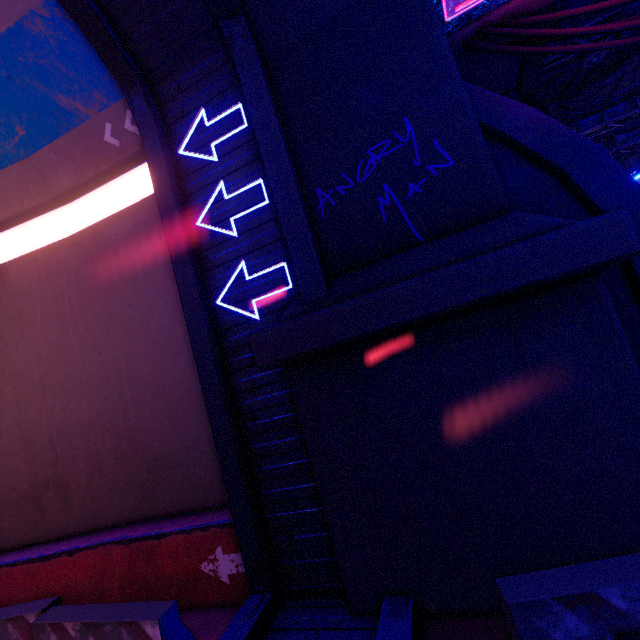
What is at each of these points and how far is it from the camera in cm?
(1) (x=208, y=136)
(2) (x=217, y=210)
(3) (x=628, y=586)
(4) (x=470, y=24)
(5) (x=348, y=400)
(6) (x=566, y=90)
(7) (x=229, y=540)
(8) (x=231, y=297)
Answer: (1) tunnel, 558
(2) tunnel, 548
(3) fence, 263
(4) walkway, 577
(5) wall arch, 429
(6) vent, 1430
(7) tunnel, 522
(8) tunnel, 534

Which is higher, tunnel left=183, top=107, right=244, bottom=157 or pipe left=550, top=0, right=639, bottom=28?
pipe left=550, top=0, right=639, bottom=28

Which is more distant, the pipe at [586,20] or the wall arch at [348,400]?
the pipe at [586,20]

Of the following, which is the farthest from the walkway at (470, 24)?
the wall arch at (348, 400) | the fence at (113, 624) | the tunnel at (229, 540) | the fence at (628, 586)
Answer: the fence at (113, 624)

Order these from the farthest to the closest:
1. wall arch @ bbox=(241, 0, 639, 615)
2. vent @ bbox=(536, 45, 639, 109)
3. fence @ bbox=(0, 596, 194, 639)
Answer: vent @ bbox=(536, 45, 639, 109)
fence @ bbox=(0, 596, 194, 639)
wall arch @ bbox=(241, 0, 639, 615)

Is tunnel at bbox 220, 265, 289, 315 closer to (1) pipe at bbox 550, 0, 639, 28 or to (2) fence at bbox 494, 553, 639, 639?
(2) fence at bbox 494, 553, 639, 639

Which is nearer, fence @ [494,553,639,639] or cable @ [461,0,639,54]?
fence @ [494,553,639,639]

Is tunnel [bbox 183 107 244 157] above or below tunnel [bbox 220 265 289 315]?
above
